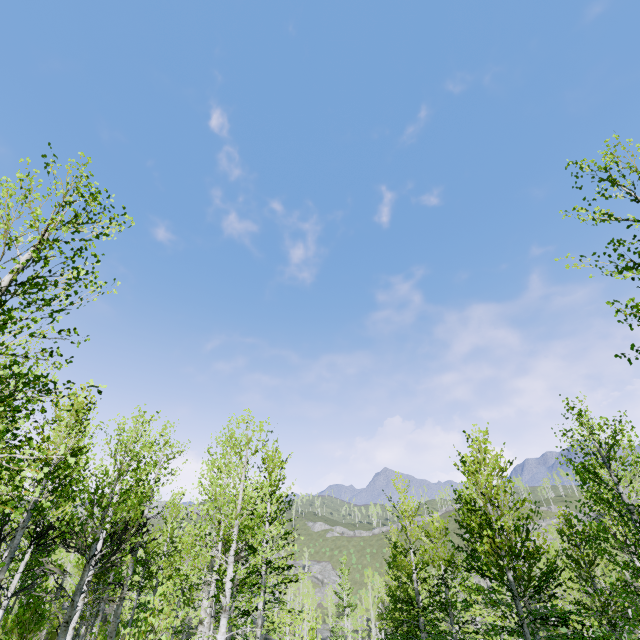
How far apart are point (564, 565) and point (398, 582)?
10.5 meters
